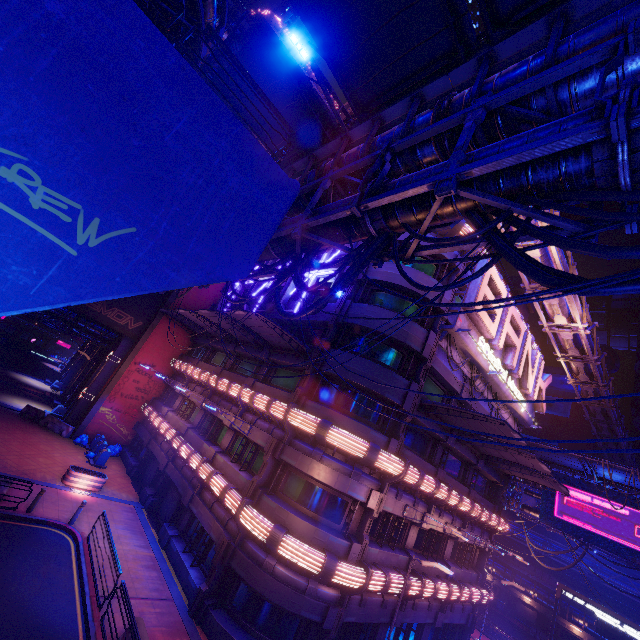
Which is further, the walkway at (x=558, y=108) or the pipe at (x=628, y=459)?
the pipe at (x=628, y=459)

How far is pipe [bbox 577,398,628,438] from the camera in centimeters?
3234cm

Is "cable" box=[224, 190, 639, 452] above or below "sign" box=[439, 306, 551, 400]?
below

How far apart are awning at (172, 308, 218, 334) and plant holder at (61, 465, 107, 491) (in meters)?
11.46

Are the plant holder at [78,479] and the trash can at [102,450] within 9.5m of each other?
yes

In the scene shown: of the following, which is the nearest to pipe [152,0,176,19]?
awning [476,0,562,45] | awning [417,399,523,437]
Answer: awning [476,0,562,45]

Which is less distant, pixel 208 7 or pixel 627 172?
pixel 627 172
